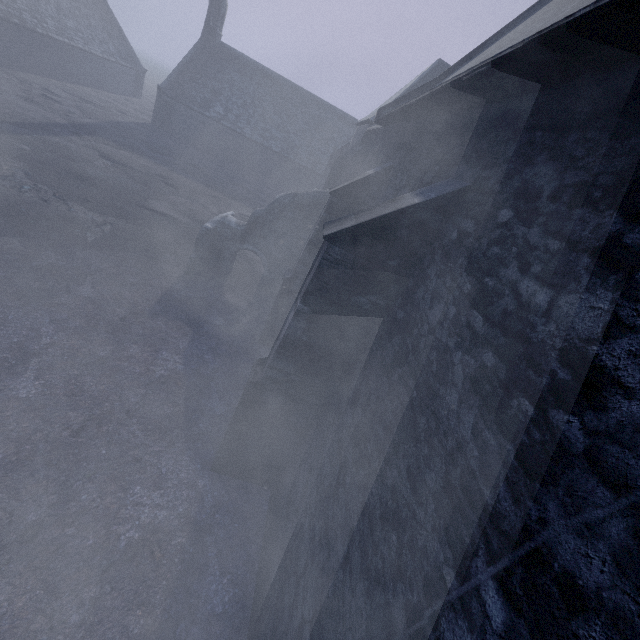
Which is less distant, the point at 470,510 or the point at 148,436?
the point at 470,510

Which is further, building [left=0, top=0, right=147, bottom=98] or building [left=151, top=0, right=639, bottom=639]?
building [left=0, top=0, right=147, bottom=98]

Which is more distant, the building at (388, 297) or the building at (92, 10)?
the building at (92, 10)
